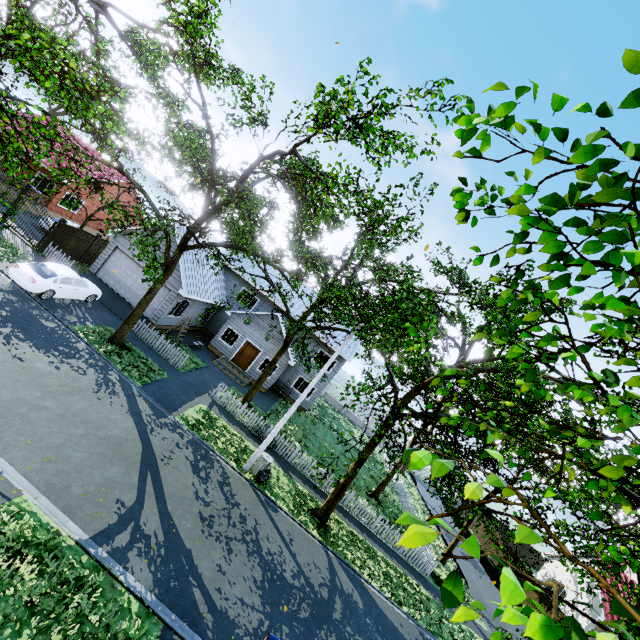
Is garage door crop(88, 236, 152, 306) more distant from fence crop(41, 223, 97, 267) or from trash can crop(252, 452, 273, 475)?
trash can crop(252, 452, 273, 475)

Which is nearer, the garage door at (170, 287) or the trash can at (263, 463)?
the trash can at (263, 463)

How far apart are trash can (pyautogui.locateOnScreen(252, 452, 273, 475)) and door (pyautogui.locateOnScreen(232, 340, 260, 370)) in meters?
11.1

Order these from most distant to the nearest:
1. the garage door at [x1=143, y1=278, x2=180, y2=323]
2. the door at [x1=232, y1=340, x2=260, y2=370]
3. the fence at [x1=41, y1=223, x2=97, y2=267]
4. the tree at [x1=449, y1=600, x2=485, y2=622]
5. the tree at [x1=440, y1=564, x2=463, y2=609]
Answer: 1. the door at [x1=232, y1=340, x2=260, y2=370]
2. the garage door at [x1=143, y1=278, x2=180, y2=323]
3. the fence at [x1=41, y1=223, x2=97, y2=267]
4. the tree at [x1=449, y1=600, x2=485, y2=622]
5. the tree at [x1=440, y1=564, x2=463, y2=609]

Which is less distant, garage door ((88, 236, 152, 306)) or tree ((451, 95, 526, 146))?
tree ((451, 95, 526, 146))

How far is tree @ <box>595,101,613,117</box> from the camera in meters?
1.3

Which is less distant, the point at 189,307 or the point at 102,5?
the point at 102,5

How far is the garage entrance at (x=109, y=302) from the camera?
20.1 meters
